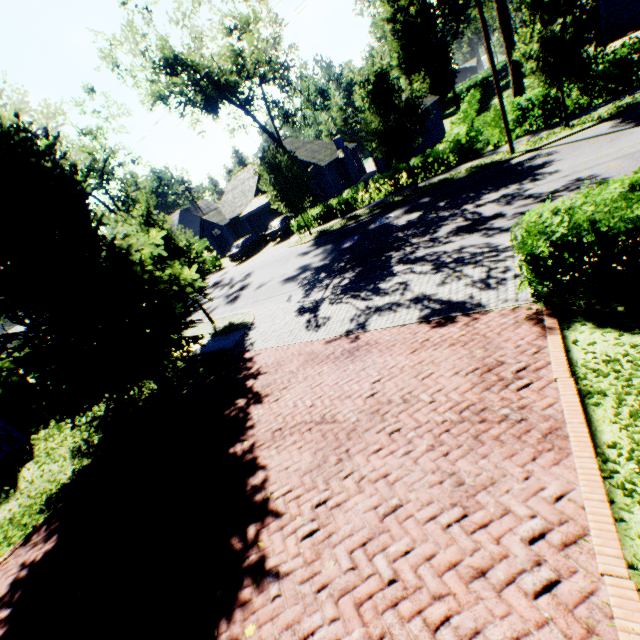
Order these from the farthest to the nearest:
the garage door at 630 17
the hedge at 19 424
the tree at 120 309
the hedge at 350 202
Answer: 1. the garage door at 630 17
2. the hedge at 350 202
3. the hedge at 19 424
4. the tree at 120 309

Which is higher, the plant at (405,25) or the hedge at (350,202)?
the plant at (405,25)

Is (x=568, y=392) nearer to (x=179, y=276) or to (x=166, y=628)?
(x=166, y=628)

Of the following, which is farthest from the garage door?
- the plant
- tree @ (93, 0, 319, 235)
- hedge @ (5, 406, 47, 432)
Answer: hedge @ (5, 406, 47, 432)

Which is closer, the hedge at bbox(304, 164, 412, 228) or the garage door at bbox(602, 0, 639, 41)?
the hedge at bbox(304, 164, 412, 228)

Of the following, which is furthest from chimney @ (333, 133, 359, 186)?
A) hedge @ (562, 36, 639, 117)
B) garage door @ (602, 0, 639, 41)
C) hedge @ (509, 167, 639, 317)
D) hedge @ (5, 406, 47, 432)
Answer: hedge @ (509, 167, 639, 317)

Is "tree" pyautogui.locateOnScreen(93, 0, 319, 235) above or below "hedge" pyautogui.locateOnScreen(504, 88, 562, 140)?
above

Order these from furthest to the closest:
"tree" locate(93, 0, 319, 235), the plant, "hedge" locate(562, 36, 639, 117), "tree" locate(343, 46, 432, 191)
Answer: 1. the plant
2. "tree" locate(93, 0, 319, 235)
3. "tree" locate(343, 46, 432, 191)
4. "hedge" locate(562, 36, 639, 117)
